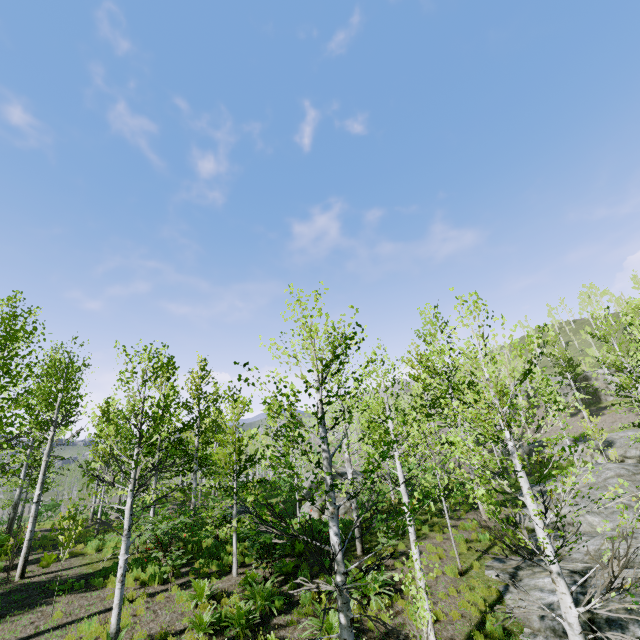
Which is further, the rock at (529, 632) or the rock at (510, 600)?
the rock at (510, 600)

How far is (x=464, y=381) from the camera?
A: 17.5m

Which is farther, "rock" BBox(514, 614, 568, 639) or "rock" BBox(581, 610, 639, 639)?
"rock" BBox(514, 614, 568, 639)

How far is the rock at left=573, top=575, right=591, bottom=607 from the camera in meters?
9.1

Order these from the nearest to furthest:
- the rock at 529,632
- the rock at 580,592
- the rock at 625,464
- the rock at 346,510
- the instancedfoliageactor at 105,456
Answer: the instancedfoliageactor at 105,456 < the rock at 529,632 < the rock at 580,592 < the rock at 625,464 < the rock at 346,510

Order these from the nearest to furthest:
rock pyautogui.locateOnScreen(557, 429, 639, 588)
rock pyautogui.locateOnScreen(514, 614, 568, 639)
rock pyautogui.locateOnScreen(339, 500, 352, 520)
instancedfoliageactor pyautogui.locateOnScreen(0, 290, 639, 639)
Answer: instancedfoliageactor pyautogui.locateOnScreen(0, 290, 639, 639) → rock pyautogui.locateOnScreen(514, 614, 568, 639) → rock pyautogui.locateOnScreen(557, 429, 639, 588) → rock pyautogui.locateOnScreen(339, 500, 352, 520)
